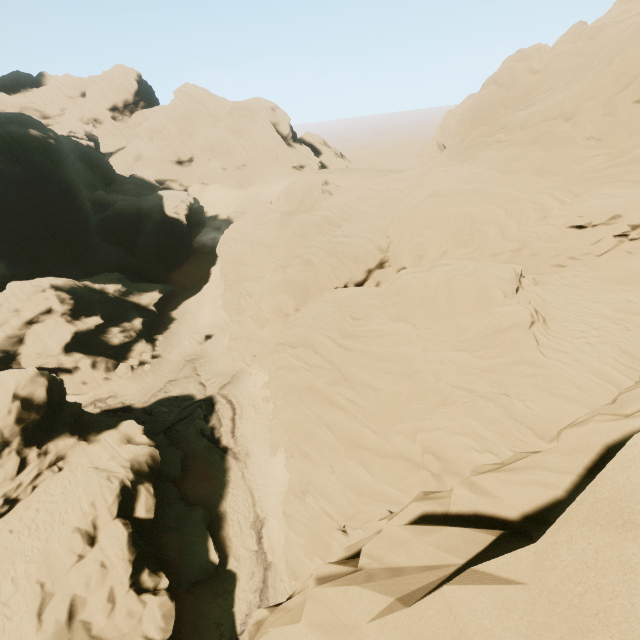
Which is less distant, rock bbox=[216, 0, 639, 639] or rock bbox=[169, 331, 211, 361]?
rock bbox=[216, 0, 639, 639]

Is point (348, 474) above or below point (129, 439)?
above

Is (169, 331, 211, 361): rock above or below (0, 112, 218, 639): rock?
below

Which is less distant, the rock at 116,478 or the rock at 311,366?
the rock at 311,366

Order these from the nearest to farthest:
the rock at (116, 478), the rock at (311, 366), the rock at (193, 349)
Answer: the rock at (311, 366)
the rock at (116, 478)
the rock at (193, 349)

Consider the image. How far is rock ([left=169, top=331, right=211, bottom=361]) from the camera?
39.1m

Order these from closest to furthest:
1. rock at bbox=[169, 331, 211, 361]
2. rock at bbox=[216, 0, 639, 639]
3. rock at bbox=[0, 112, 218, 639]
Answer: rock at bbox=[216, 0, 639, 639]
rock at bbox=[0, 112, 218, 639]
rock at bbox=[169, 331, 211, 361]
